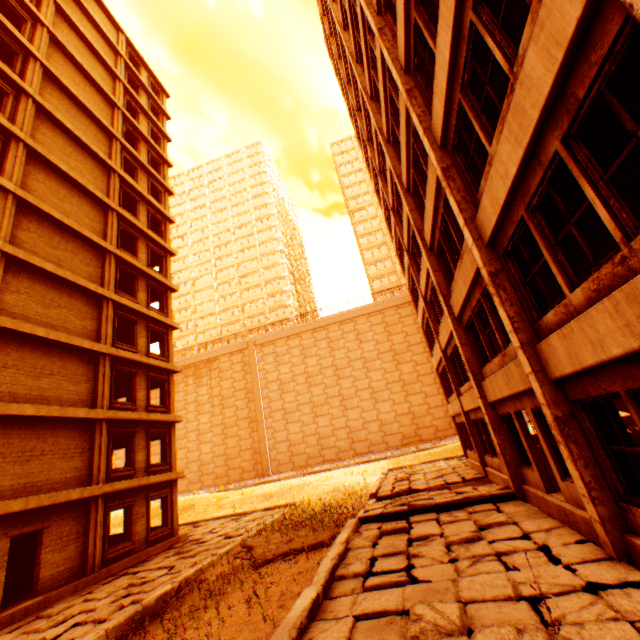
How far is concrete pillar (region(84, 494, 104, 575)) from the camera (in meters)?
12.42

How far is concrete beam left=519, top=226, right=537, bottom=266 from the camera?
6.6 meters

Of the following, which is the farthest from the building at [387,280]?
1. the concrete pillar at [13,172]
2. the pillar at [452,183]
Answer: the concrete pillar at [13,172]

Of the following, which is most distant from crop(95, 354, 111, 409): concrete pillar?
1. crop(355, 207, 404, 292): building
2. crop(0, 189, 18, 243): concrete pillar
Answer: crop(355, 207, 404, 292): building

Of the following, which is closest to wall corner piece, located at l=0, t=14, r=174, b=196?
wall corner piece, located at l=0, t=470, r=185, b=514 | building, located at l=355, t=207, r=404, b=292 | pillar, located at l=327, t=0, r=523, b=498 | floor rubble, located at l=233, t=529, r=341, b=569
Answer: wall corner piece, located at l=0, t=470, r=185, b=514

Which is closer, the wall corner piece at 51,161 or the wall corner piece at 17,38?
the wall corner piece at 51,161

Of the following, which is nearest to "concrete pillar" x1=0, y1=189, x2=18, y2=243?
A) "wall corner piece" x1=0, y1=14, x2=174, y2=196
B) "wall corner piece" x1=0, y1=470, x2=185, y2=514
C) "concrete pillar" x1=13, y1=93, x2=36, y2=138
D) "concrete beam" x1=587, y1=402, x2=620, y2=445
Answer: "wall corner piece" x1=0, y1=14, x2=174, y2=196

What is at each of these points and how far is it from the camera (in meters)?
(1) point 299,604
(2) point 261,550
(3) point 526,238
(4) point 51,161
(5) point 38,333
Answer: (1) concrete curb, 5.32
(2) floor rubble, 10.78
(3) concrete beam, 6.88
(4) wall corner piece, 15.59
(5) wall corner piece, 12.72
